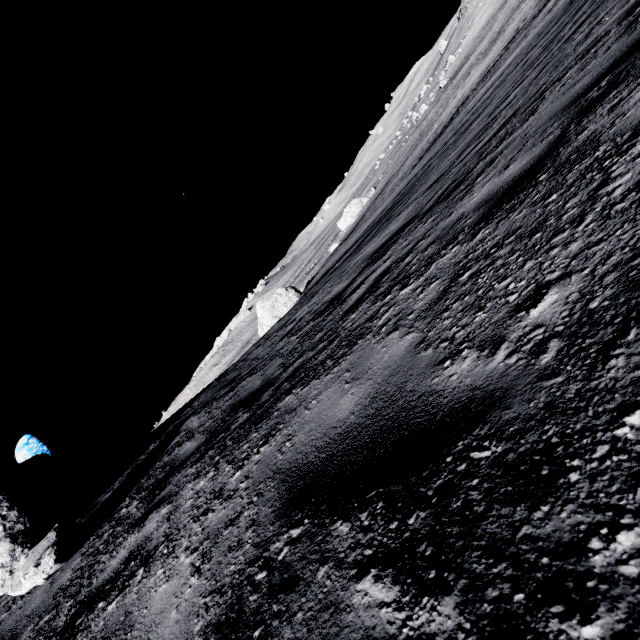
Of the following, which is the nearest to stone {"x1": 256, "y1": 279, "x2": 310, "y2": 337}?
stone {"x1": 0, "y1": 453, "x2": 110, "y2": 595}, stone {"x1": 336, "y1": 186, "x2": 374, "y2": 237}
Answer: stone {"x1": 0, "y1": 453, "x2": 110, "y2": 595}

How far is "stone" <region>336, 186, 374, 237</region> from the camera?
53.6 meters

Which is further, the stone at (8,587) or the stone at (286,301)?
the stone at (286,301)

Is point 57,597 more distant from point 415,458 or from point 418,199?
point 418,199

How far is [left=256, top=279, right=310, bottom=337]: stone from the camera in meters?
29.5

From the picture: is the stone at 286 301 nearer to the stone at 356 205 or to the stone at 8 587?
the stone at 8 587

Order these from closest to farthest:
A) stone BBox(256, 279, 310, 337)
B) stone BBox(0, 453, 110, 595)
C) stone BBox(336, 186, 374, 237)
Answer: stone BBox(0, 453, 110, 595)
stone BBox(256, 279, 310, 337)
stone BBox(336, 186, 374, 237)
